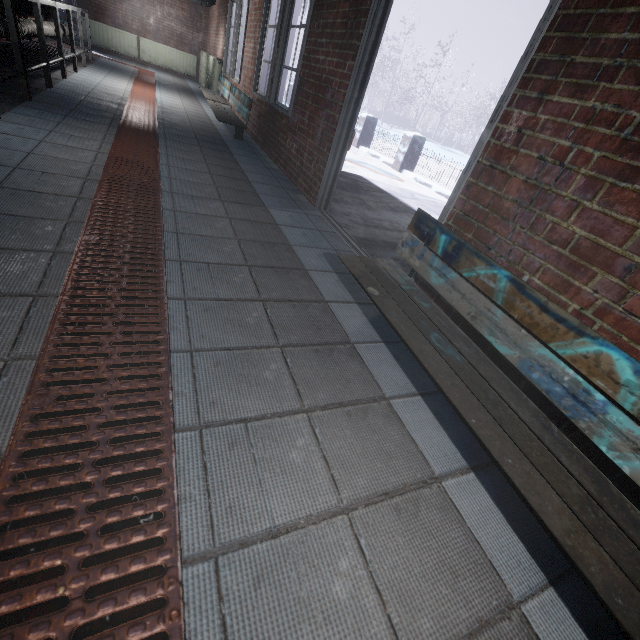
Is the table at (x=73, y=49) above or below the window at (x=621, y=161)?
below

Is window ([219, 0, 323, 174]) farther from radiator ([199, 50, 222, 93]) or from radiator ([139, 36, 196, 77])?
radiator ([139, 36, 196, 77])

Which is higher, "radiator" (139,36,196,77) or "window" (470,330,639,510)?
"radiator" (139,36,196,77)

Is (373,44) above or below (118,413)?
above

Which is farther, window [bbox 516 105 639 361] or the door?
the door

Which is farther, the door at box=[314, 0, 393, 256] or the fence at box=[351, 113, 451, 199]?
the fence at box=[351, 113, 451, 199]

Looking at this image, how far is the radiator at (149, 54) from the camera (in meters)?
9.56

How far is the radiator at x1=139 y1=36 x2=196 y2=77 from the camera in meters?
9.6
